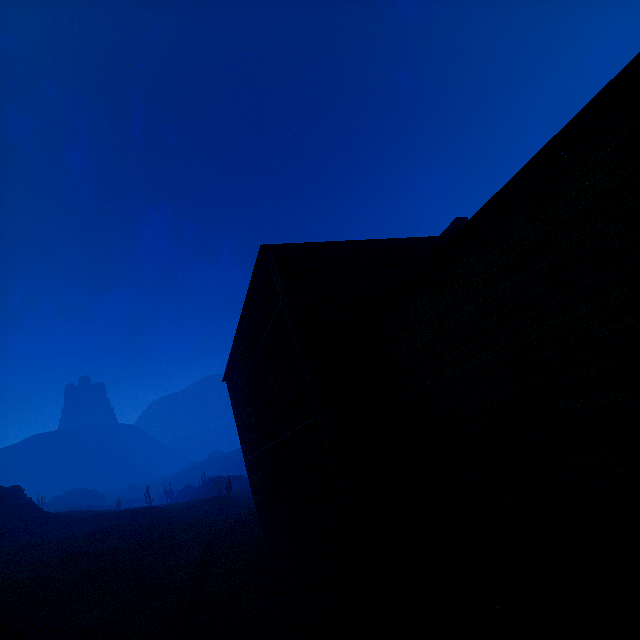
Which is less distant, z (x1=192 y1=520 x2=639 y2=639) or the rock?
z (x1=192 y1=520 x2=639 y2=639)

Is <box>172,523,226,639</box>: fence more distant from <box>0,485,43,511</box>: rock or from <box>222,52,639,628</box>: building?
<box>0,485,43,511</box>: rock

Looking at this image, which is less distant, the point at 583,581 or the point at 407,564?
the point at 583,581

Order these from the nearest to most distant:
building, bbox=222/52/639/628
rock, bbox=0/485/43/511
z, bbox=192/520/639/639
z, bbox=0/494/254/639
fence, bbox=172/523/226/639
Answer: building, bbox=222/52/639/628, z, bbox=192/520/639/639, fence, bbox=172/523/226/639, z, bbox=0/494/254/639, rock, bbox=0/485/43/511

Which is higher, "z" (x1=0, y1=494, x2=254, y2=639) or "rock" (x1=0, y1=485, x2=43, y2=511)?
"rock" (x1=0, y1=485, x2=43, y2=511)

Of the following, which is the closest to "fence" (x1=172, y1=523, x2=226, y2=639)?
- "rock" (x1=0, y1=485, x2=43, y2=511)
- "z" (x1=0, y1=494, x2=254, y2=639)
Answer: "z" (x1=0, y1=494, x2=254, y2=639)

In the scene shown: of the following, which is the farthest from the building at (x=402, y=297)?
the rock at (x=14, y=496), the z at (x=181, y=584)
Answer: the rock at (x=14, y=496)

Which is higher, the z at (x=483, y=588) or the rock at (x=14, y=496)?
the rock at (x=14, y=496)
